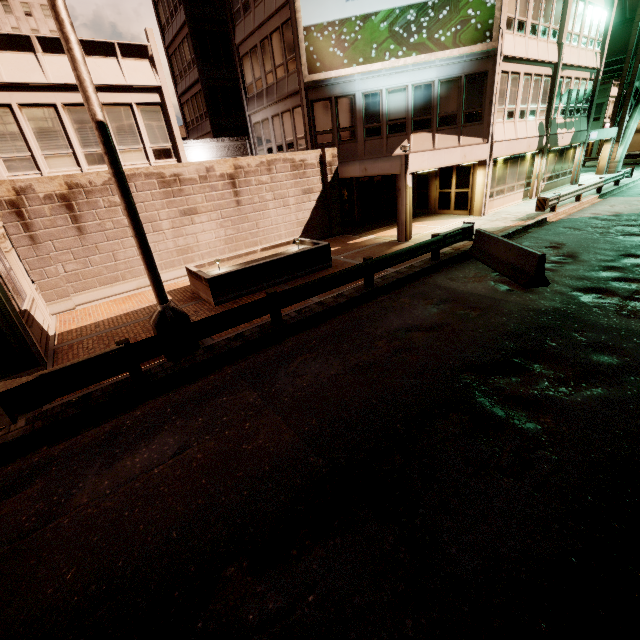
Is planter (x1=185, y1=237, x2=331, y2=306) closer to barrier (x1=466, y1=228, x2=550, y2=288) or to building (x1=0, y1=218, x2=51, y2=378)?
building (x1=0, y1=218, x2=51, y2=378)

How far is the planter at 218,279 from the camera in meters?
10.6

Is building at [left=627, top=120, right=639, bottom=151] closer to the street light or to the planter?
the planter

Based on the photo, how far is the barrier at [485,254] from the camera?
9.16m

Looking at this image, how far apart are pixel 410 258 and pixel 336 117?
11.4 meters

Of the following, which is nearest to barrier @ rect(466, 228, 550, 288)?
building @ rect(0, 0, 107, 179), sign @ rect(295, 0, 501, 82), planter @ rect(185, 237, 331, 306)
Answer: building @ rect(0, 0, 107, 179)

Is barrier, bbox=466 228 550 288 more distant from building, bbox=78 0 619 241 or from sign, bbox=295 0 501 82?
sign, bbox=295 0 501 82

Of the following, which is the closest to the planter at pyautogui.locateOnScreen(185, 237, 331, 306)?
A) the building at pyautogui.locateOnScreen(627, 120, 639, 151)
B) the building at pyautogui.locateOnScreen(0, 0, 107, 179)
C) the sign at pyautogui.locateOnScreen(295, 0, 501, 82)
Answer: the building at pyautogui.locateOnScreen(0, 0, 107, 179)
